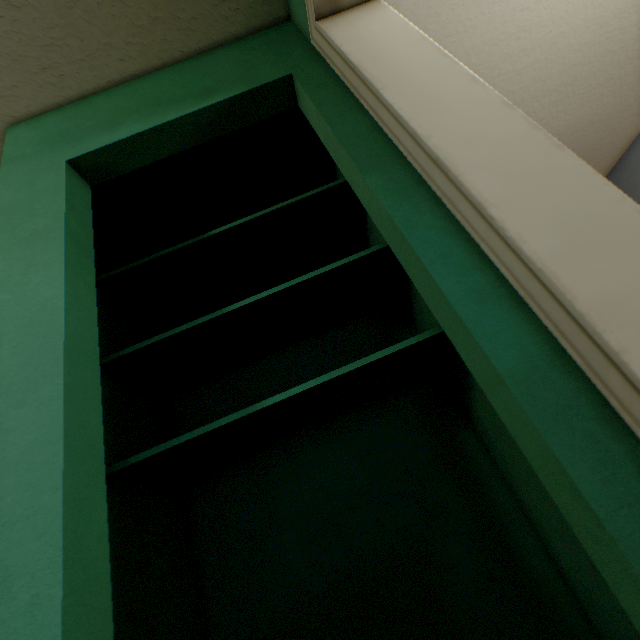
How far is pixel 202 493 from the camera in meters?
1.3
